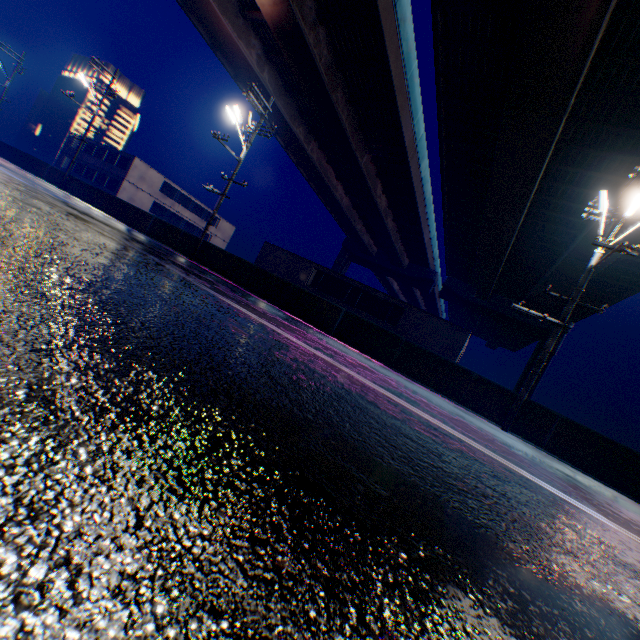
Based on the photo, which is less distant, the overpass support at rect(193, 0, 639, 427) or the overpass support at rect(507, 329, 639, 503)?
→ the overpass support at rect(507, 329, 639, 503)

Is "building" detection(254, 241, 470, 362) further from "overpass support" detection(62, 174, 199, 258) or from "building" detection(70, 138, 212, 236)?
"overpass support" detection(62, 174, 199, 258)

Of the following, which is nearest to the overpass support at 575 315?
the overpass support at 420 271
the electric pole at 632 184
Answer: the electric pole at 632 184

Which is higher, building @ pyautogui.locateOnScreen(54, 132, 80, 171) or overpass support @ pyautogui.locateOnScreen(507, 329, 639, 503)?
building @ pyautogui.locateOnScreen(54, 132, 80, 171)

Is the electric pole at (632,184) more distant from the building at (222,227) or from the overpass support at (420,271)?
the building at (222,227)

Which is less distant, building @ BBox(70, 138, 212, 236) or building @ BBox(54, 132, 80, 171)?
building @ BBox(70, 138, 212, 236)

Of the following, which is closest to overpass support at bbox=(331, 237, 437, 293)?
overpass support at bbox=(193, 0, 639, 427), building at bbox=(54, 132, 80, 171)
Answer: overpass support at bbox=(193, 0, 639, 427)

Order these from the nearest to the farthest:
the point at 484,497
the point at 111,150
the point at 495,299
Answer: the point at 484,497, the point at 111,150, the point at 495,299
